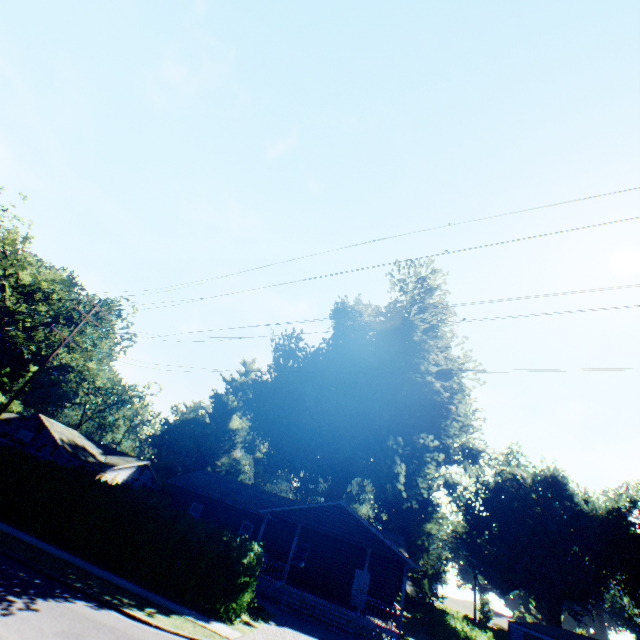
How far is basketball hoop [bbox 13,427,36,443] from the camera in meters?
28.2 m

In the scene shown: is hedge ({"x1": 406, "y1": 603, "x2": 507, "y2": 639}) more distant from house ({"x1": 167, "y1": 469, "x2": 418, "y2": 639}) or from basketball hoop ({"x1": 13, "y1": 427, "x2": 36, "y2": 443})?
basketball hoop ({"x1": 13, "y1": 427, "x2": 36, "y2": 443})

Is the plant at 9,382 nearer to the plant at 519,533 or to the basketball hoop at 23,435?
the basketball hoop at 23,435

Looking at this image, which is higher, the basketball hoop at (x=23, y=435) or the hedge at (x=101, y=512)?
the basketball hoop at (x=23, y=435)

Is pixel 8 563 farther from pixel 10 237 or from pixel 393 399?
pixel 10 237

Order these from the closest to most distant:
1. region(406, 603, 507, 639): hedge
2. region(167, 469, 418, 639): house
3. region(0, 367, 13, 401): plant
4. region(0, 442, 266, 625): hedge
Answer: region(0, 442, 266, 625): hedge < region(167, 469, 418, 639): house < region(406, 603, 507, 639): hedge < region(0, 367, 13, 401): plant

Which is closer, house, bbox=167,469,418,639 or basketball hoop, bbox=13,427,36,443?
house, bbox=167,469,418,639

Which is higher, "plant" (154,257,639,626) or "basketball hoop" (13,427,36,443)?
"plant" (154,257,639,626)
